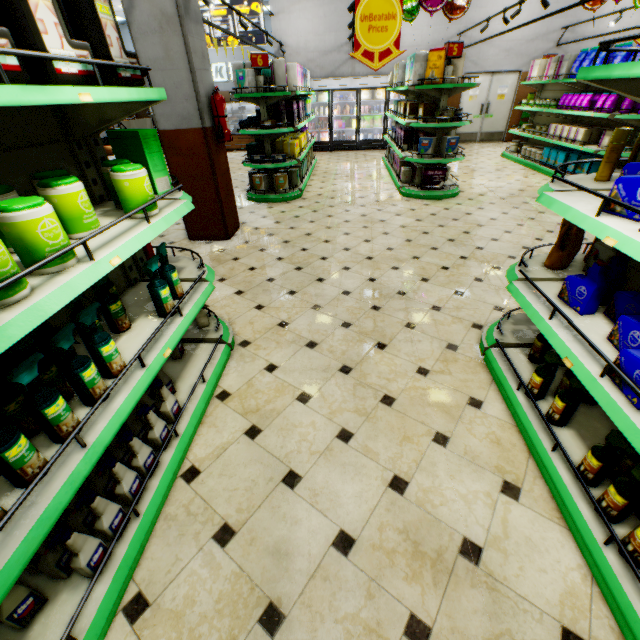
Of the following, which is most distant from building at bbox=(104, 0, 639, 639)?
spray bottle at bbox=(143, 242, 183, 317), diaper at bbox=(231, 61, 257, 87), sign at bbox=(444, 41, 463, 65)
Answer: sign at bbox=(444, 41, 463, 65)

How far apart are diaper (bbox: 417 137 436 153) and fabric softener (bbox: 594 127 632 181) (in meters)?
4.74

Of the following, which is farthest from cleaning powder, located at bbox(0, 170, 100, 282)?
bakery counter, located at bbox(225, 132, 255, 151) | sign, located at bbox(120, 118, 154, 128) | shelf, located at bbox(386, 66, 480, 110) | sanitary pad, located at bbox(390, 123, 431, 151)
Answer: bakery counter, located at bbox(225, 132, 255, 151)

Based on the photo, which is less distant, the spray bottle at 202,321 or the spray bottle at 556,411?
the spray bottle at 556,411

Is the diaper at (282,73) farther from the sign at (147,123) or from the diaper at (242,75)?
the sign at (147,123)

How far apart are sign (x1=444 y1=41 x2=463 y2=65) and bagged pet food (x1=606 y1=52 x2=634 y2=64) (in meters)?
3.27

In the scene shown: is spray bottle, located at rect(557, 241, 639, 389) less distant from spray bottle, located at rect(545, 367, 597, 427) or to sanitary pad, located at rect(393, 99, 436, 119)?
spray bottle, located at rect(545, 367, 597, 427)

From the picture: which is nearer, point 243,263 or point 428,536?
point 428,536
